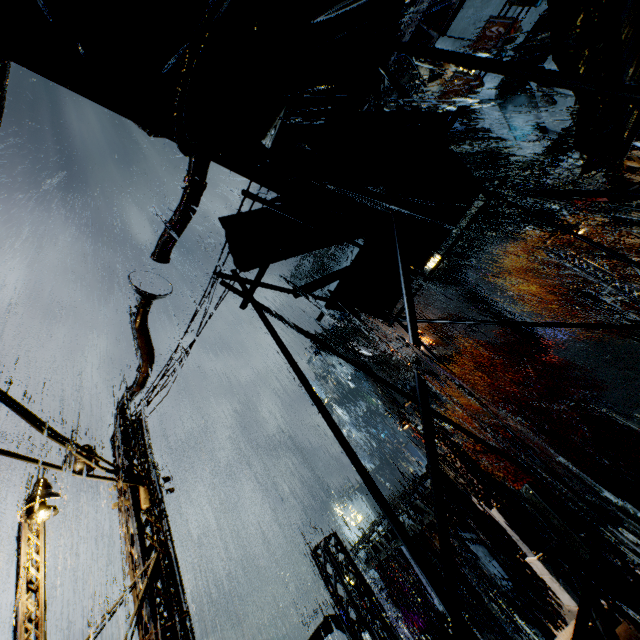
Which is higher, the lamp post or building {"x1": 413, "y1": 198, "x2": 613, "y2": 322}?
building {"x1": 413, "y1": 198, "x2": 613, "y2": 322}

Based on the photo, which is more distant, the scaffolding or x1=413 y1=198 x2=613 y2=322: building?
x1=413 y1=198 x2=613 y2=322: building

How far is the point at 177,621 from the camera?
6.14m

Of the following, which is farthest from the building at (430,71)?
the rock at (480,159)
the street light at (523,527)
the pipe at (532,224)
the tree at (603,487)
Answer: the tree at (603,487)

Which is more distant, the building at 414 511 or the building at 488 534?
the building at 414 511

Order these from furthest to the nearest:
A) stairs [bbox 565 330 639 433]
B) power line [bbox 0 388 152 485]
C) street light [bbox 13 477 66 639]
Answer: stairs [bbox 565 330 639 433]
street light [bbox 13 477 66 639]
power line [bbox 0 388 152 485]

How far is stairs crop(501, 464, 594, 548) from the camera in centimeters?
2284cm
